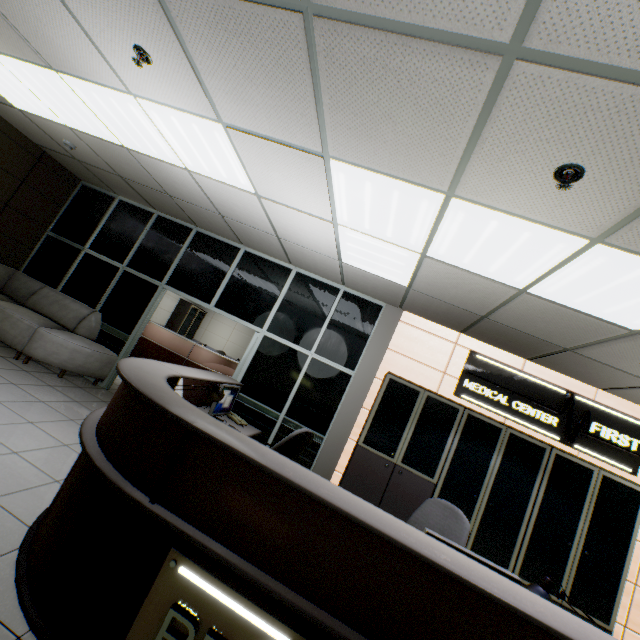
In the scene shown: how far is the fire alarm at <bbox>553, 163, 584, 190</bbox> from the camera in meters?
1.7 m

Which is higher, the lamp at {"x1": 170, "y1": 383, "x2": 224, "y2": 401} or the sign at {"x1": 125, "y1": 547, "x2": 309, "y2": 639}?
the lamp at {"x1": 170, "y1": 383, "x2": 224, "y2": 401}

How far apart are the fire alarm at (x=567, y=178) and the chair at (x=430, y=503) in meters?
2.7

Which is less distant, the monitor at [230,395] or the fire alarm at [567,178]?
the fire alarm at [567,178]

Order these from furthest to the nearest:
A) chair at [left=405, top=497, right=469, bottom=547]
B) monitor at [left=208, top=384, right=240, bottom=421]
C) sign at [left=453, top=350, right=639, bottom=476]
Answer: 1. sign at [left=453, top=350, right=639, bottom=476]
2. monitor at [left=208, top=384, right=240, bottom=421]
3. chair at [left=405, top=497, right=469, bottom=547]

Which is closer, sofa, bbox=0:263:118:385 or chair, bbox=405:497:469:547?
chair, bbox=405:497:469:547

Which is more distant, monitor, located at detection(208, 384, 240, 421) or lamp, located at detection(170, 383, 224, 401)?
monitor, located at detection(208, 384, 240, 421)

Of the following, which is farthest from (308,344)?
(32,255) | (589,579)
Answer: (32,255)
